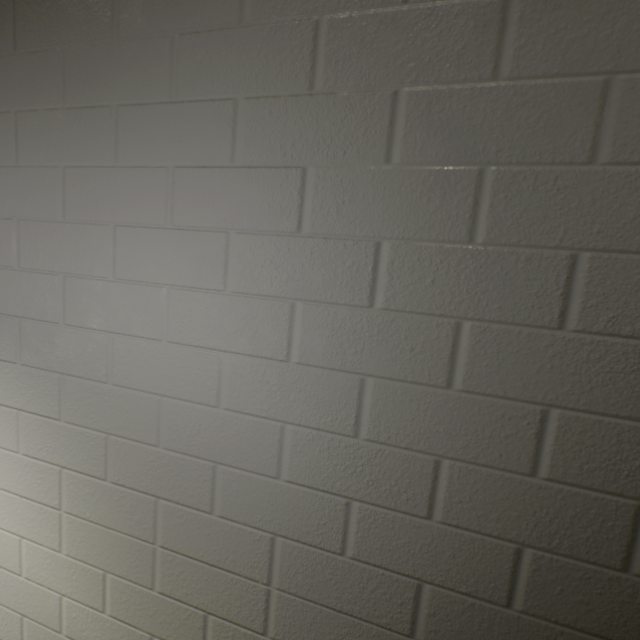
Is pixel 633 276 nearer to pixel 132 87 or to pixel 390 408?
pixel 390 408
